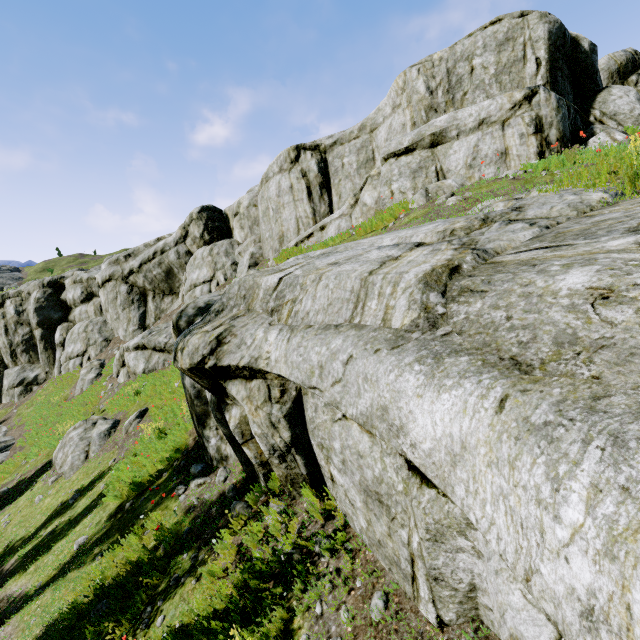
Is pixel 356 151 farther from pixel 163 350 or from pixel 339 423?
pixel 339 423

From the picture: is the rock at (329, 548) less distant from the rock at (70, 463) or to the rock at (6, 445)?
the rock at (6, 445)

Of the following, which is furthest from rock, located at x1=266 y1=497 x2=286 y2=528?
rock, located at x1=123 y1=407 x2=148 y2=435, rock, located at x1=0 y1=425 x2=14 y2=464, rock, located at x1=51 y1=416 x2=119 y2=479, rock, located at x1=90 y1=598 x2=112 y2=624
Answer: rock, located at x1=51 y1=416 x2=119 y2=479

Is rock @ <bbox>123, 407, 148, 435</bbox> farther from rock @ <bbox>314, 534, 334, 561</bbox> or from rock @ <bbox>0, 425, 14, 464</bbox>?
rock @ <bbox>0, 425, 14, 464</bbox>

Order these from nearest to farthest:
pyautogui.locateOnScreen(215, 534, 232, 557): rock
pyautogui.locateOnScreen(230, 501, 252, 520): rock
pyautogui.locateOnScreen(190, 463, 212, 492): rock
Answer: pyautogui.locateOnScreen(215, 534, 232, 557): rock → pyautogui.locateOnScreen(230, 501, 252, 520): rock → pyautogui.locateOnScreen(190, 463, 212, 492): rock

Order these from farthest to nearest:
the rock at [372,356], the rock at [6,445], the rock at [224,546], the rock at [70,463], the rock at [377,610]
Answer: the rock at [6,445]
the rock at [70,463]
the rock at [224,546]
the rock at [377,610]
the rock at [372,356]

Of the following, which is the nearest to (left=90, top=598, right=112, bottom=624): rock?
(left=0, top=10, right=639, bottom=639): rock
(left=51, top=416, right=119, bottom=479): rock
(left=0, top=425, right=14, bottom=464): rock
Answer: (left=0, top=10, right=639, bottom=639): rock

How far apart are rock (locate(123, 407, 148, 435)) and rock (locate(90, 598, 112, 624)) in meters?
7.5 m
